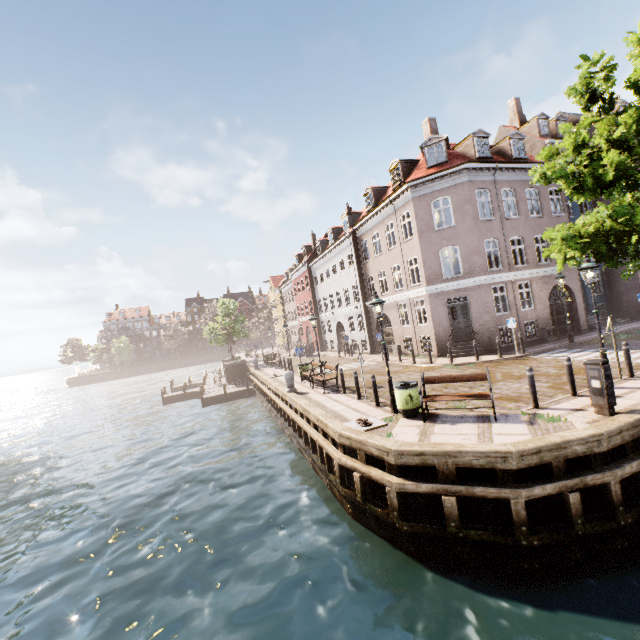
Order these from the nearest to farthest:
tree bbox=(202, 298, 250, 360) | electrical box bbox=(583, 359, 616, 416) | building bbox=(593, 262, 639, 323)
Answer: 1. electrical box bbox=(583, 359, 616, 416)
2. building bbox=(593, 262, 639, 323)
3. tree bbox=(202, 298, 250, 360)

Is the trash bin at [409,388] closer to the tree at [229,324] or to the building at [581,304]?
the building at [581,304]

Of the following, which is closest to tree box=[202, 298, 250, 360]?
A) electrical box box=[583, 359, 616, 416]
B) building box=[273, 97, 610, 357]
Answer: building box=[273, 97, 610, 357]

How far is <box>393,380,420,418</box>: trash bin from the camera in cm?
928

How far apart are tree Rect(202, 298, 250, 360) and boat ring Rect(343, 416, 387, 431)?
27.2 meters

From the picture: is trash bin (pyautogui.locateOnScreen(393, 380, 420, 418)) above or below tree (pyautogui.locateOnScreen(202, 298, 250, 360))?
below

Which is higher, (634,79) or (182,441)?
(634,79)

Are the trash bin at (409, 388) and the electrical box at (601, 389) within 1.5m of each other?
no
